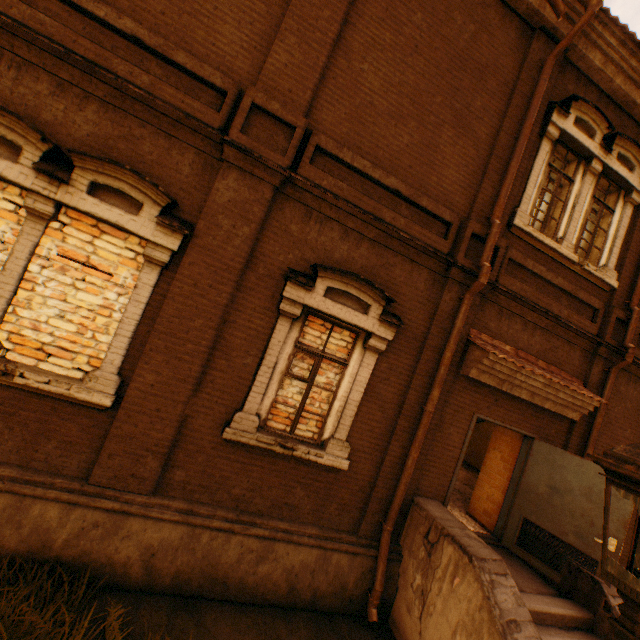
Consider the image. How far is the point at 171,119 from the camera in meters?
4.2

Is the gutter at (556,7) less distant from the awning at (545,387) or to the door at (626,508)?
the awning at (545,387)

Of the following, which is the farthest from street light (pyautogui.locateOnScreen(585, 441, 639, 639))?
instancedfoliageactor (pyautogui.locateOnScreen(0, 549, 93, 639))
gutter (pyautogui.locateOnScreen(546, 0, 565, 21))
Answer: gutter (pyautogui.locateOnScreen(546, 0, 565, 21))

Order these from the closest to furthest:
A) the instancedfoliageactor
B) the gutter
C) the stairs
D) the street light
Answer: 1. the street light
2. the instancedfoliageactor
3. the stairs
4. the gutter

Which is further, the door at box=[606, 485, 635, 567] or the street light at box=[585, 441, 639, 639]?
the door at box=[606, 485, 635, 567]

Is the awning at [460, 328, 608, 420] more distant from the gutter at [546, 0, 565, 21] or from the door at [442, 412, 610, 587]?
the gutter at [546, 0, 565, 21]

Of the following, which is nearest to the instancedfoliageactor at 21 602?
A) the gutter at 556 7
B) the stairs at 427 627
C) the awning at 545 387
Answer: the stairs at 427 627

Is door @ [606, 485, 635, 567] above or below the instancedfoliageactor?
above
